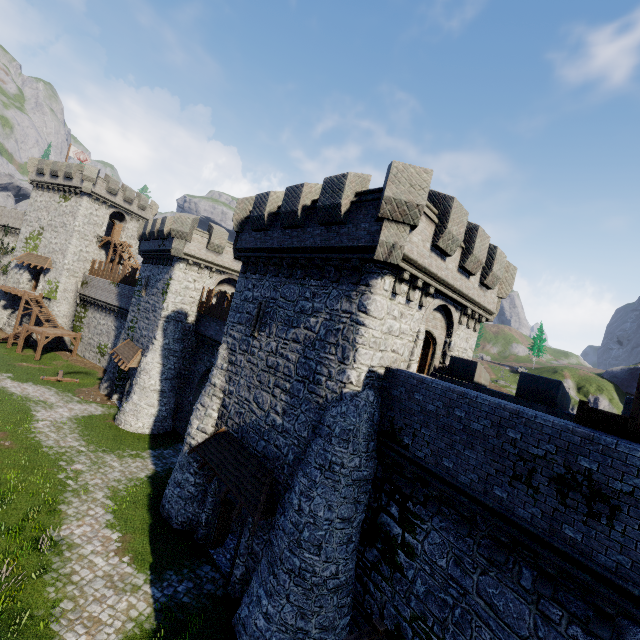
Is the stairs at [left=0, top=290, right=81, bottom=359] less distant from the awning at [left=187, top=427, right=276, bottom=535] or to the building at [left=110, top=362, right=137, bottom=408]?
the building at [left=110, top=362, right=137, bottom=408]

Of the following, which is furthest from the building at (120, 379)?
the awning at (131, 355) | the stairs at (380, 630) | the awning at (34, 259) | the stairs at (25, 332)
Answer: the awning at (34, 259)

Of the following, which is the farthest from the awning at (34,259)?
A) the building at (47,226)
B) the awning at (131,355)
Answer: the awning at (131,355)

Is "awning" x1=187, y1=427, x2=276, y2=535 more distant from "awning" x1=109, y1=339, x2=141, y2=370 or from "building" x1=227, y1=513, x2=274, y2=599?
"awning" x1=109, y1=339, x2=141, y2=370

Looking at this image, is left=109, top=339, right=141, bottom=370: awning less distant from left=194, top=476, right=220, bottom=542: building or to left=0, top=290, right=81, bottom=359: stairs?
left=194, top=476, right=220, bottom=542: building

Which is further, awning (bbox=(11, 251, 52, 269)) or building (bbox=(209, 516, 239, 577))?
awning (bbox=(11, 251, 52, 269))

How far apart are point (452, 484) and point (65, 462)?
21.2m

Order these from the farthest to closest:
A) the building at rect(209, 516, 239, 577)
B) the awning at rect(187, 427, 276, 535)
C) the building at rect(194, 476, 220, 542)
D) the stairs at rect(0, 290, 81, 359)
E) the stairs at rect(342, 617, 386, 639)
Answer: the stairs at rect(0, 290, 81, 359)
the building at rect(194, 476, 220, 542)
the building at rect(209, 516, 239, 577)
the awning at rect(187, 427, 276, 535)
the stairs at rect(342, 617, 386, 639)
